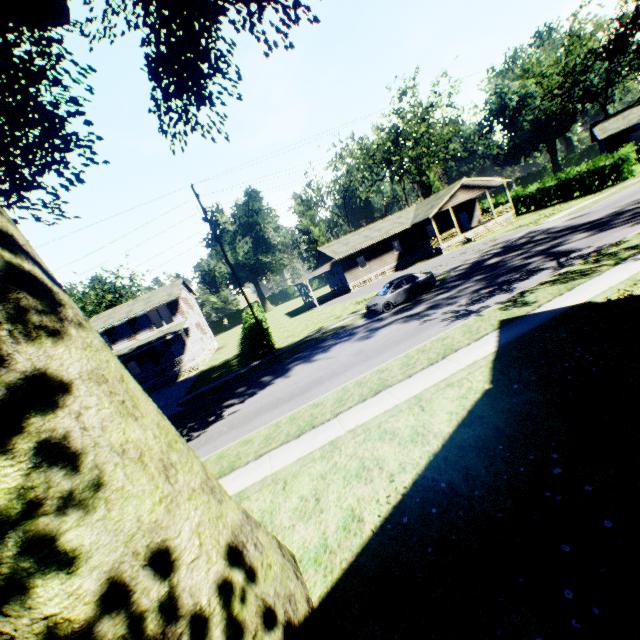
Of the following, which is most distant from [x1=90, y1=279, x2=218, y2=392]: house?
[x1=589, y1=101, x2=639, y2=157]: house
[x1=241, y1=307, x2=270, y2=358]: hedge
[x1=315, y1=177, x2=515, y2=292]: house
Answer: [x1=589, y1=101, x2=639, y2=157]: house

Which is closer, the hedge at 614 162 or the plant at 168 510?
the plant at 168 510

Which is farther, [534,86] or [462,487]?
[534,86]

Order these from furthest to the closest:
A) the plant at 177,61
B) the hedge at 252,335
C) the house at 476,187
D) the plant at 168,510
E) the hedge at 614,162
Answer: the house at 476,187, the hedge at 614,162, the hedge at 252,335, the plant at 177,61, the plant at 168,510

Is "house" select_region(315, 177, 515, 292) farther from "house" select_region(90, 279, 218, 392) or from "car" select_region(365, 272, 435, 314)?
"house" select_region(90, 279, 218, 392)

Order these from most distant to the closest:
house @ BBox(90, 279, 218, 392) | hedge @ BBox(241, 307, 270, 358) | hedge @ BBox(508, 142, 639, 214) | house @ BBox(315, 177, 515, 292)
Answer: house @ BBox(315, 177, 515, 292) < house @ BBox(90, 279, 218, 392) < hedge @ BBox(508, 142, 639, 214) < hedge @ BBox(241, 307, 270, 358)

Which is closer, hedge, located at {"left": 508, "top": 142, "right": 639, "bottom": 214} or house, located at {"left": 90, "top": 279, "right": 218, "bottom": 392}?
hedge, located at {"left": 508, "top": 142, "right": 639, "bottom": 214}
